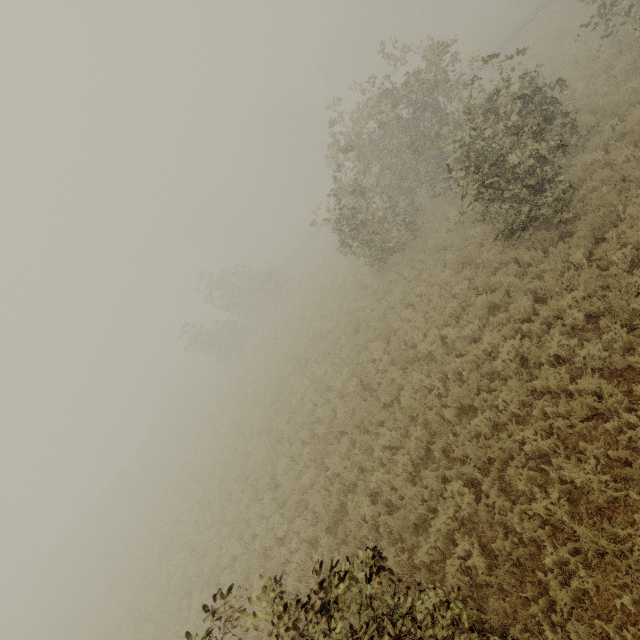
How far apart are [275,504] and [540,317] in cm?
1068
